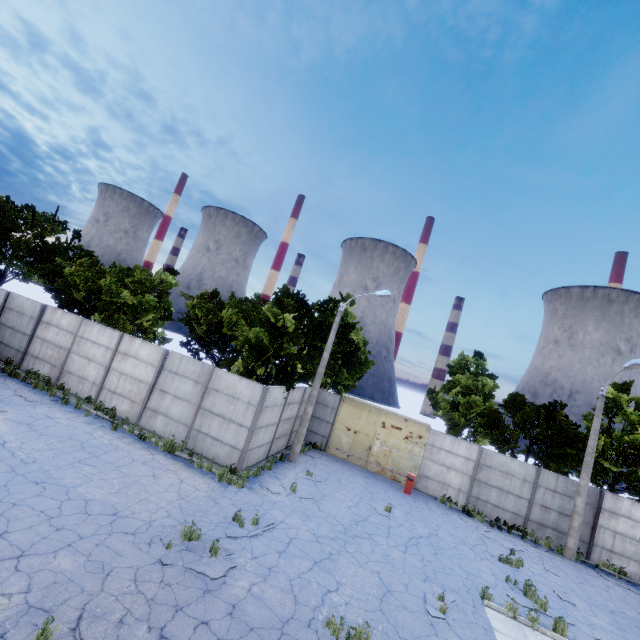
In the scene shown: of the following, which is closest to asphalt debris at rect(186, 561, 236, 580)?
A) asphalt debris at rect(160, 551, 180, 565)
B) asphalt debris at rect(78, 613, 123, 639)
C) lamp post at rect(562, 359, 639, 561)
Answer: asphalt debris at rect(160, 551, 180, 565)

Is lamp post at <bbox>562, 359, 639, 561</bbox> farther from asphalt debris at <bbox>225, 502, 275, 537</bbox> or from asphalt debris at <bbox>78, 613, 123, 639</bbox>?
asphalt debris at <bbox>78, 613, 123, 639</bbox>

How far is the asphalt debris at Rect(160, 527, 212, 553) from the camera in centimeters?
803cm

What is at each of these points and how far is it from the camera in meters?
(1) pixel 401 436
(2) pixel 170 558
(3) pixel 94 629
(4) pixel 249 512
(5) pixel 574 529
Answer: (1) door, 20.1
(2) asphalt debris, 7.5
(3) asphalt debris, 5.4
(4) asphalt debris, 10.6
(5) lamp post, 16.2

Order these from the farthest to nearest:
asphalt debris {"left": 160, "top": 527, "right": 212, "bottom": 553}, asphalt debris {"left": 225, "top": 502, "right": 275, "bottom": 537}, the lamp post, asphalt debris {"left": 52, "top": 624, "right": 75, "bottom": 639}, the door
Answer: the door < the lamp post < asphalt debris {"left": 225, "top": 502, "right": 275, "bottom": 537} < asphalt debris {"left": 160, "top": 527, "right": 212, "bottom": 553} < asphalt debris {"left": 52, "top": 624, "right": 75, "bottom": 639}

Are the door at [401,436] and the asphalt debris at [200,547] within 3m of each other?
no

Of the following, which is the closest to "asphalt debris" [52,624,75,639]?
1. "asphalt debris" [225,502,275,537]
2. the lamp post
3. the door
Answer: "asphalt debris" [225,502,275,537]

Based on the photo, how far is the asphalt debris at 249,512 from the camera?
9.23m
